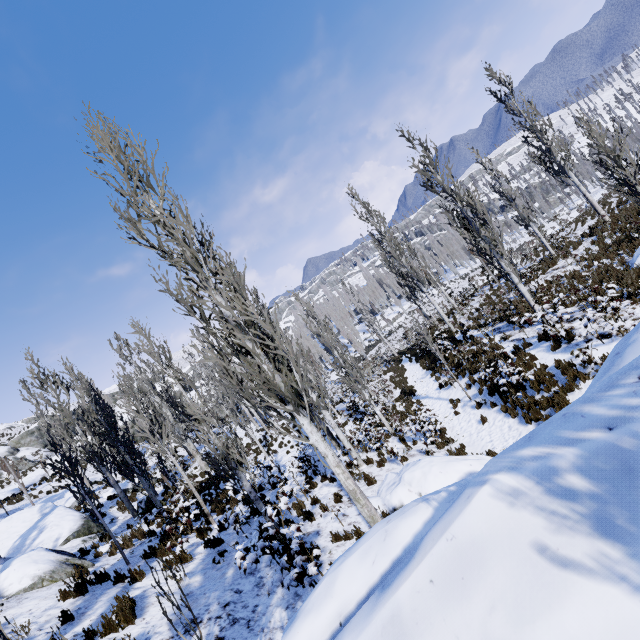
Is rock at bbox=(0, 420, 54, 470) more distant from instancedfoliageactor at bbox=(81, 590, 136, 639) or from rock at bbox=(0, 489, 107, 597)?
rock at bbox=(0, 489, 107, 597)

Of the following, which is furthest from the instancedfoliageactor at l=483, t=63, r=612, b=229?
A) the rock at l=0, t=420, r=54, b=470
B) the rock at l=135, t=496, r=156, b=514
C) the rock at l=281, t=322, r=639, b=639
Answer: the rock at l=0, t=420, r=54, b=470

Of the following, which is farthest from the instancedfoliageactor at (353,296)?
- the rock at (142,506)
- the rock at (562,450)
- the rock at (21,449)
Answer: the rock at (21,449)

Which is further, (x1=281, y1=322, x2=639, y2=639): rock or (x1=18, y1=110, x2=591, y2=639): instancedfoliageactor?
(x1=18, y1=110, x2=591, y2=639): instancedfoliageactor

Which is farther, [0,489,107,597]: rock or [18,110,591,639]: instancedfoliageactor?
[0,489,107,597]: rock

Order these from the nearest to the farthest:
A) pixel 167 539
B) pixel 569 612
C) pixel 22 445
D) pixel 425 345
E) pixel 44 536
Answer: pixel 569 612, pixel 167 539, pixel 44 536, pixel 425 345, pixel 22 445

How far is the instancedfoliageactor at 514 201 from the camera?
18.6m

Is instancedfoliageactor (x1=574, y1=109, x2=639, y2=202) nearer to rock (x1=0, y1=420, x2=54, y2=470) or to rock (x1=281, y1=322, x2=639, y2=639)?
rock (x1=281, y1=322, x2=639, y2=639)
